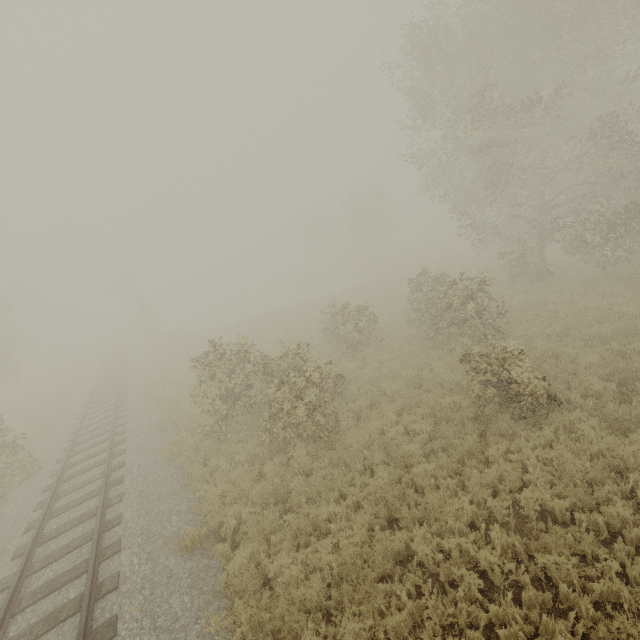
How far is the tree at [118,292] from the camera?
35.6m

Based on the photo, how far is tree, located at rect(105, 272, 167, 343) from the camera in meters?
35.6

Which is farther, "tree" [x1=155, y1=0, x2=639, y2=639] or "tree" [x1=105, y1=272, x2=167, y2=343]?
"tree" [x1=105, y1=272, x2=167, y2=343]

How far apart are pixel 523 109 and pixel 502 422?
13.91m

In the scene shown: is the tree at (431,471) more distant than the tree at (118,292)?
No
